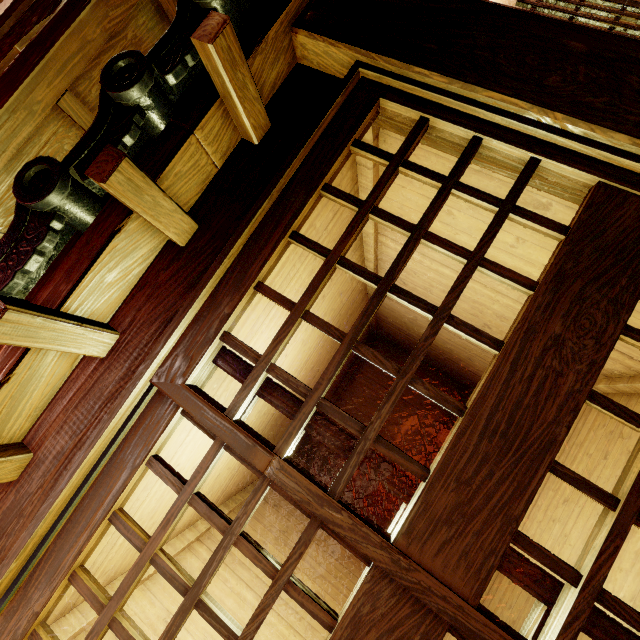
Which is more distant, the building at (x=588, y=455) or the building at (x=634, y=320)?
the building at (x=588, y=455)

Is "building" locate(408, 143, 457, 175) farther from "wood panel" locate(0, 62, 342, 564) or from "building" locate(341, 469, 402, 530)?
"building" locate(341, 469, 402, 530)

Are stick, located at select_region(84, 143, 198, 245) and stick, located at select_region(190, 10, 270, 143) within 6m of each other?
yes

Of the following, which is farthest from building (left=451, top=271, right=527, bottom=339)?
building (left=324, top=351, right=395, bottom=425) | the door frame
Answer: building (left=324, top=351, right=395, bottom=425)

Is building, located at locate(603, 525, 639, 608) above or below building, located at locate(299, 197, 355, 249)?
below

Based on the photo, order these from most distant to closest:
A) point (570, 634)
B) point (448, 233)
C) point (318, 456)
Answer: point (318, 456) → point (448, 233) → point (570, 634)

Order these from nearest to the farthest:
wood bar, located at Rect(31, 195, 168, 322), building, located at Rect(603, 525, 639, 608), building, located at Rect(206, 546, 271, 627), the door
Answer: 1. the door
2. wood bar, located at Rect(31, 195, 168, 322)
3. building, located at Rect(603, 525, 639, 608)
4. building, located at Rect(206, 546, 271, 627)

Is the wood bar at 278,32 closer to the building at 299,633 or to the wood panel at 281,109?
the wood panel at 281,109
